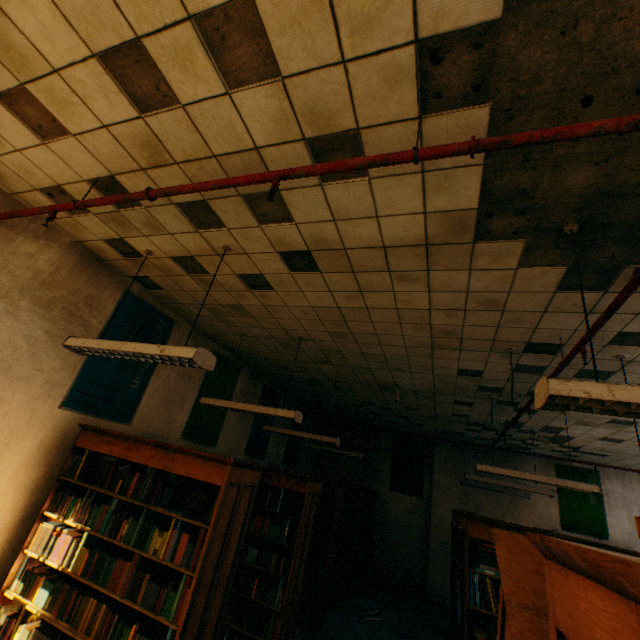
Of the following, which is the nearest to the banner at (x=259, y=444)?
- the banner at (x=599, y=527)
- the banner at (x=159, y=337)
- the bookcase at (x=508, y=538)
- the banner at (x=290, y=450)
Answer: the banner at (x=290, y=450)

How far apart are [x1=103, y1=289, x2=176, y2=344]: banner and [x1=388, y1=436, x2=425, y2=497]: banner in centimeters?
793cm

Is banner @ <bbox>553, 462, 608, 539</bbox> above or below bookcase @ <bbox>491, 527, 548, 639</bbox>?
above

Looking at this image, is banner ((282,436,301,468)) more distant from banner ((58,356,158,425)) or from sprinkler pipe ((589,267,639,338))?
banner ((58,356,158,425))

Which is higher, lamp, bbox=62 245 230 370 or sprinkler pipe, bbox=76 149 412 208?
sprinkler pipe, bbox=76 149 412 208

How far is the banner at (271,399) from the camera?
7.4 meters

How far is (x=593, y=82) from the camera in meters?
1.4 m

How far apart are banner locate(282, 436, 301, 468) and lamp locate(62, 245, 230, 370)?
6.42m
